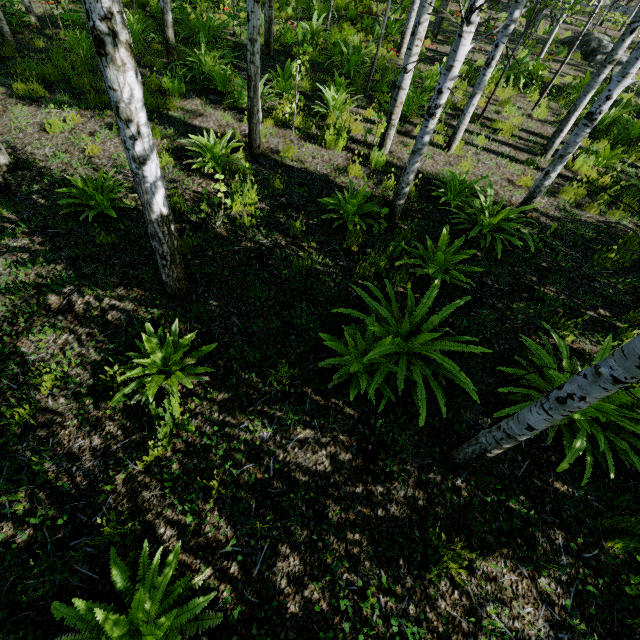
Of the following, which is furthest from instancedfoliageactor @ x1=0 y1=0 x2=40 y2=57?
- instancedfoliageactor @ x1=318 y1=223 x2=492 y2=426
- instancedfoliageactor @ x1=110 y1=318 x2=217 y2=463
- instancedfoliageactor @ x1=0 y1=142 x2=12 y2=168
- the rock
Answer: the rock

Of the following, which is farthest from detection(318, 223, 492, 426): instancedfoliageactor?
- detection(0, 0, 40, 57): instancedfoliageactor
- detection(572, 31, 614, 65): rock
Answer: detection(572, 31, 614, 65): rock

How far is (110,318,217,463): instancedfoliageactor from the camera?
2.95m

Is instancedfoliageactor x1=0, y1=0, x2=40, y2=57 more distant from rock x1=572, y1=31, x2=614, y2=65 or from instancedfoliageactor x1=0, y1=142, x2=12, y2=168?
rock x1=572, y1=31, x2=614, y2=65

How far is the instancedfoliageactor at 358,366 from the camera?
3.27m

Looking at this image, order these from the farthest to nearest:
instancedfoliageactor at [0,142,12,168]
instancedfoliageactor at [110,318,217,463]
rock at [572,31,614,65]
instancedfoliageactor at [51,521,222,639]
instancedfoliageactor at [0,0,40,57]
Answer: rock at [572,31,614,65], instancedfoliageactor at [0,0,40,57], instancedfoliageactor at [0,142,12,168], instancedfoliageactor at [110,318,217,463], instancedfoliageactor at [51,521,222,639]

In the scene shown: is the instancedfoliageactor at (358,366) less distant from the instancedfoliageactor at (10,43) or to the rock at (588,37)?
the instancedfoliageactor at (10,43)

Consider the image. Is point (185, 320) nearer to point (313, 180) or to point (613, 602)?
point (313, 180)
